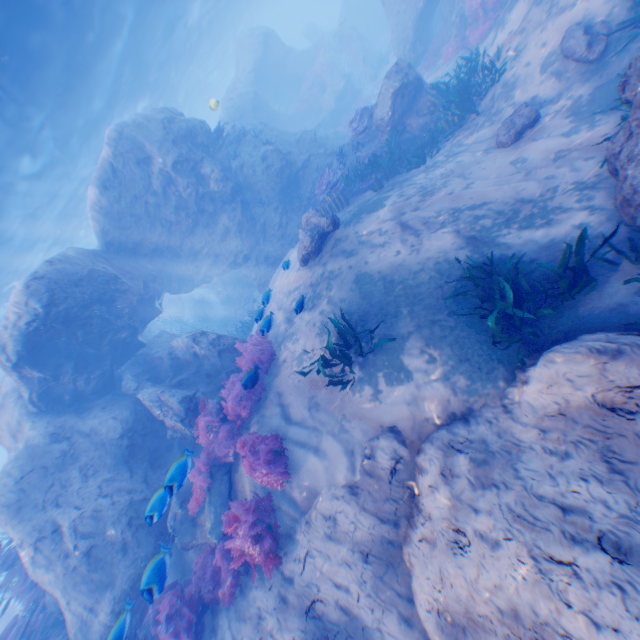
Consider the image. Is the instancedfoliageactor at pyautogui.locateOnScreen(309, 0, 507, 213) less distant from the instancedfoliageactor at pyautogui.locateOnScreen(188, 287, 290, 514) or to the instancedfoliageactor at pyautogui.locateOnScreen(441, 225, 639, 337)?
the instancedfoliageactor at pyautogui.locateOnScreen(441, 225, 639, 337)

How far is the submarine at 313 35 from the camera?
37.9 meters

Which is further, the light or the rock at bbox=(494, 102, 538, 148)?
the light

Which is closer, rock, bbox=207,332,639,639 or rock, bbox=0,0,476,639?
rock, bbox=207,332,639,639

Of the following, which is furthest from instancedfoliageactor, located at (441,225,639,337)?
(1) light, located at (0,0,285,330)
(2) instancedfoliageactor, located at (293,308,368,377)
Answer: (1) light, located at (0,0,285,330)

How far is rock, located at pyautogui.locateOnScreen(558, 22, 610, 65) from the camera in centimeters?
741cm

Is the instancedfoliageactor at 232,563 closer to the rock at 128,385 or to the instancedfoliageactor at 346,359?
the rock at 128,385

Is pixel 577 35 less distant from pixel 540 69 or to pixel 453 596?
pixel 540 69
